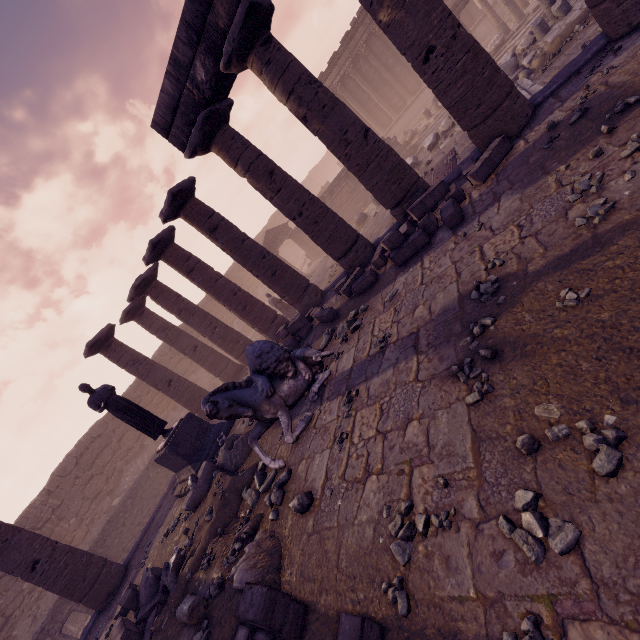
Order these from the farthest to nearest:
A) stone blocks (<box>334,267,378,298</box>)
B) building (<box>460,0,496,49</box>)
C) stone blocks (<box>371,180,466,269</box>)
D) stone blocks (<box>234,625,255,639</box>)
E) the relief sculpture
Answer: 1. the relief sculpture
2. building (<box>460,0,496,49</box>)
3. stone blocks (<box>334,267,378,298</box>)
4. stone blocks (<box>371,180,466,269</box>)
5. stone blocks (<box>234,625,255,639</box>)

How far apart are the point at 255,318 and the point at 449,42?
9.2 meters

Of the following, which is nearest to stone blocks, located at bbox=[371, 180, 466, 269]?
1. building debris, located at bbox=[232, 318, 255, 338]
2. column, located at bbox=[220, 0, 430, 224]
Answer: column, located at bbox=[220, 0, 430, 224]

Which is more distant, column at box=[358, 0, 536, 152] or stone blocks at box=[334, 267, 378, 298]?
stone blocks at box=[334, 267, 378, 298]

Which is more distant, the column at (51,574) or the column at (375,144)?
the column at (51,574)

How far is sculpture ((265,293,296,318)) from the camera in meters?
15.5 m

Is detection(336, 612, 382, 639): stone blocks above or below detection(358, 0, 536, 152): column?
below

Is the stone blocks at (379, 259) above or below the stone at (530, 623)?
above
